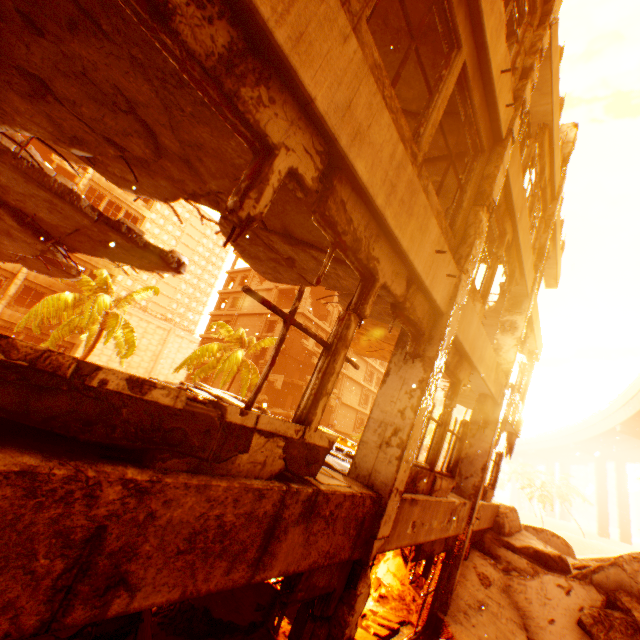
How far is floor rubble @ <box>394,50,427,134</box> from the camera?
4.7m

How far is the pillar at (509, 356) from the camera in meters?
7.1

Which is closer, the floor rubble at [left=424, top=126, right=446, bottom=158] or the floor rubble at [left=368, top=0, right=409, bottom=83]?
the floor rubble at [left=368, top=0, right=409, bottom=83]

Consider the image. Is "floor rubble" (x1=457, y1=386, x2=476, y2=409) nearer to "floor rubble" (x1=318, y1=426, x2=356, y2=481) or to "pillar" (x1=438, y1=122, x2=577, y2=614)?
"pillar" (x1=438, y1=122, x2=577, y2=614)

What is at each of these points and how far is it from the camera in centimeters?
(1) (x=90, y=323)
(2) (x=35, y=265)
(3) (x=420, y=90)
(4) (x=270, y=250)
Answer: (1) rubble, 2378cm
(2) floor rubble, 988cm
(3) floor rubble, 490cm
(4) floor rubble, 529cm

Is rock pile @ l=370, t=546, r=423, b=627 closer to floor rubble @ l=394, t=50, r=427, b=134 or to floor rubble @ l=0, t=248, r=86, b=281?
floor rubble @ l=394, t=50, r=427, b=134

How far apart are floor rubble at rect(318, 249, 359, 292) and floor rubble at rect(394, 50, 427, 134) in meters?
2.5 m

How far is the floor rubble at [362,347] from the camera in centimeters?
813cm
